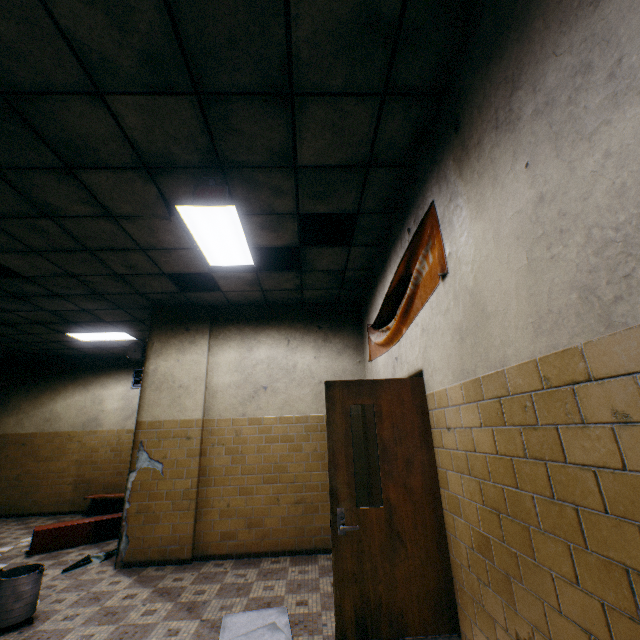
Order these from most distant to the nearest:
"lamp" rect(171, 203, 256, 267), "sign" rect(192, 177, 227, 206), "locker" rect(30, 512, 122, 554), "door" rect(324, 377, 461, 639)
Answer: "locker" rect(30, 512, 122, 554) → "lamp" rect(171, 203, 256, 267) → "sign" rect(192, 177, 227, 206) → "door" rect(324, 377, 461, 639)

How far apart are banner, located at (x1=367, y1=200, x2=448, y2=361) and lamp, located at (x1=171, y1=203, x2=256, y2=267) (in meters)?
1.79

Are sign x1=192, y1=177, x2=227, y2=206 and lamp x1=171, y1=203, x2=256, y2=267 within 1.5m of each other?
yes

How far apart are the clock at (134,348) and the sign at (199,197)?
3.82m

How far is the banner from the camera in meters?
2.5 m

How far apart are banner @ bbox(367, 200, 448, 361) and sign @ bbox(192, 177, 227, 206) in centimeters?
173cm

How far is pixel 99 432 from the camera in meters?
8.7

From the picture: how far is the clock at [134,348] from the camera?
5.8m
